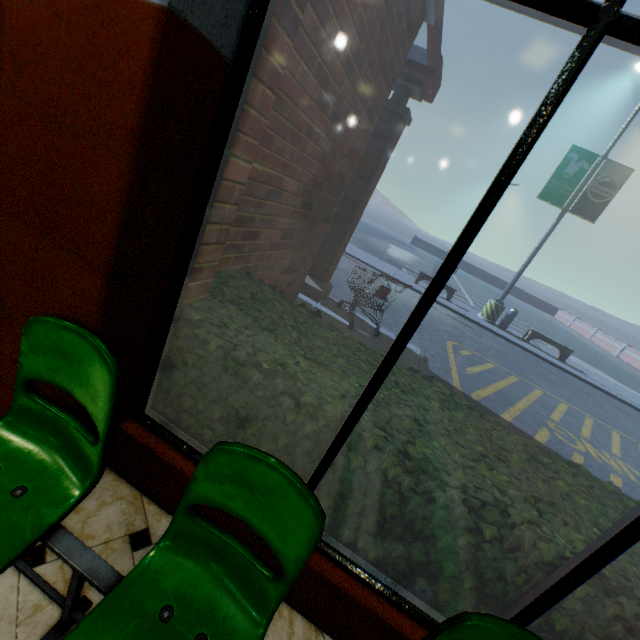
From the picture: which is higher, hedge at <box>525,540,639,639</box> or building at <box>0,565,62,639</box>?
hedge at <box>525,540,639,639</box>

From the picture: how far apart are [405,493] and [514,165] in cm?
147

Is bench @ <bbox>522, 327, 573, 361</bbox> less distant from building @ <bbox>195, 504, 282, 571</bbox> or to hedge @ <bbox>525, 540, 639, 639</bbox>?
building @ <bbox>195, 504, 282, 571</bbox>

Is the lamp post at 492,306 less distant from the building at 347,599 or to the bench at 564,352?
the bench at 564,352

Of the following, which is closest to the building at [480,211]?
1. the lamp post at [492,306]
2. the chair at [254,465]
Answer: the chair at [254,465]

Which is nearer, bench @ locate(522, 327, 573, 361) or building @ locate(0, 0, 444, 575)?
building @ locate(0, 0, 444, 575)

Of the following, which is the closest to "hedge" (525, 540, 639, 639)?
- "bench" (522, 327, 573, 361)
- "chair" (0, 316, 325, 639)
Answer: "chair" (0, 316, 325, 639)

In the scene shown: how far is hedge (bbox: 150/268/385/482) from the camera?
1.7m
